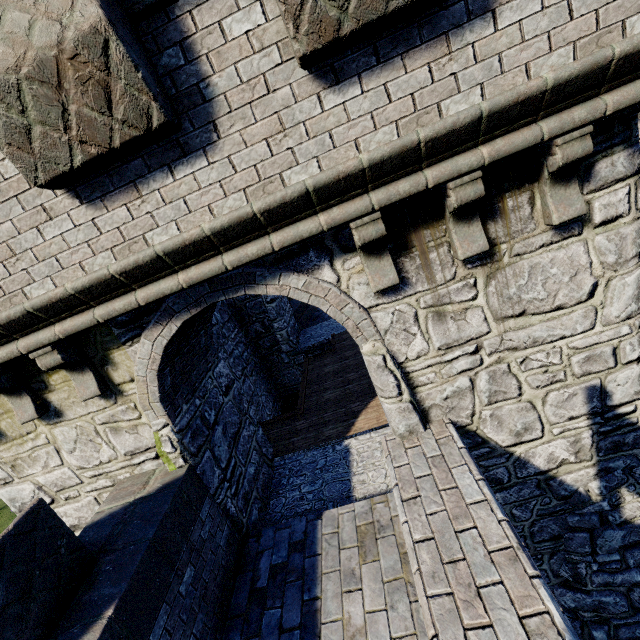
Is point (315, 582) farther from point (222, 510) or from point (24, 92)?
point (24, 92)
